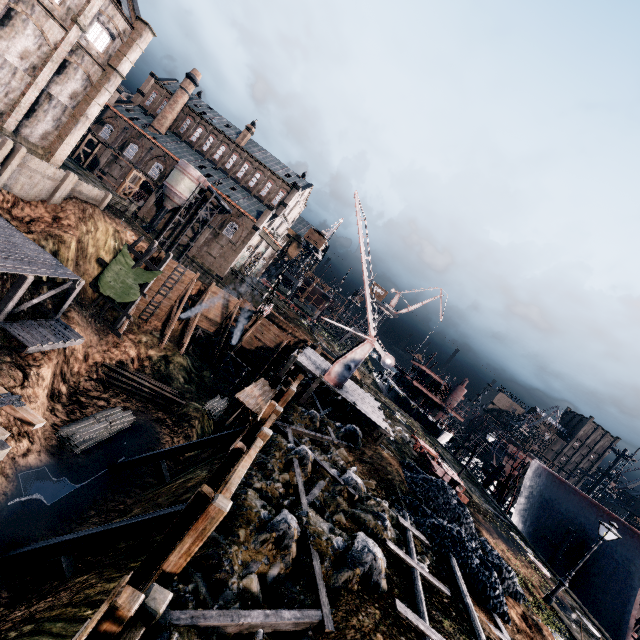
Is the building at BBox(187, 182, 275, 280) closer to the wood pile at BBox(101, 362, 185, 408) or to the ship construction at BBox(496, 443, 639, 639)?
the wood pile at BBox(101, 362, 185, 408)

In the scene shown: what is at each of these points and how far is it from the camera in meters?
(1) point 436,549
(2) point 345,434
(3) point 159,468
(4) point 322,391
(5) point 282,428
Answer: (1) coal pile, 13.7
(2) stone debris, 20.4
(3) wooden brace, 23.2
(4) stone debris, 27.8
(5) wooden scaffolding, 17.1

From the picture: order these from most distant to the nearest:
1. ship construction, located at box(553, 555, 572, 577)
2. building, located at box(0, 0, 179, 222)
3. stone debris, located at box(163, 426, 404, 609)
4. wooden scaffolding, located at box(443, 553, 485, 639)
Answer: ship construction, located at box(553, 555, 572, 577) < building, located at box(0, 0, 179, 222) < wooden scaffolding, located at box(443, 553, 485, 639) < stone debris, located at box(163, 426, 404, 609)

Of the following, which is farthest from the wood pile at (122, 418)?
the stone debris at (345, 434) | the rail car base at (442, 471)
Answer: the rail car base at (442, 471)

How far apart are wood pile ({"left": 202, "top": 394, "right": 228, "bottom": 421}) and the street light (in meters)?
29.63

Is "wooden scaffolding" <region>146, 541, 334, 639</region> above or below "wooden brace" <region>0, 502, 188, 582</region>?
above

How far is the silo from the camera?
53.72m

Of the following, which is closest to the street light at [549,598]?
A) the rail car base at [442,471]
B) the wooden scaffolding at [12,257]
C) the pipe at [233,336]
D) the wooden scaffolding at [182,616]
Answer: the rail car base at [442,471]
